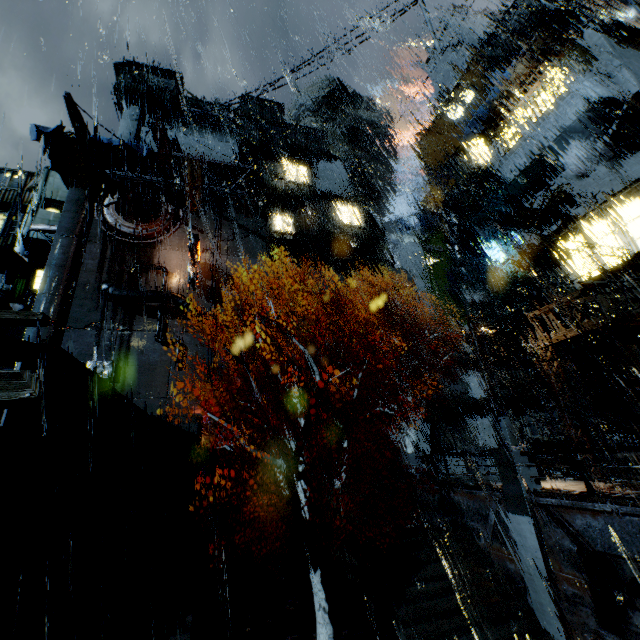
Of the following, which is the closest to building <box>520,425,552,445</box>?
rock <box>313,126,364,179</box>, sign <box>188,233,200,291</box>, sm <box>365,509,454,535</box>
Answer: sign <box>188,233,200,291</box>

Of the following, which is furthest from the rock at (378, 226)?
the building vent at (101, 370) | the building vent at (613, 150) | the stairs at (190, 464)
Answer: the building vent at (613, 150)

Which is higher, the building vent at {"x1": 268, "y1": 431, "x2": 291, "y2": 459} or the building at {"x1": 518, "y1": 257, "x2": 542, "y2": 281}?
the building at {"x1": 518, "y1": 257, "x2": 542, "y2": 281}

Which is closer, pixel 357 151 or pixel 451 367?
pixel 451 367

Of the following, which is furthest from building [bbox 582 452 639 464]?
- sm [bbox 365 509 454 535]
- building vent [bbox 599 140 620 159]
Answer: sm [bbox 365 509 454 535]

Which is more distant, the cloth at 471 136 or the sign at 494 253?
the sign at 494 253

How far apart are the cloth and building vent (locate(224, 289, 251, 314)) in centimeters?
2429cm

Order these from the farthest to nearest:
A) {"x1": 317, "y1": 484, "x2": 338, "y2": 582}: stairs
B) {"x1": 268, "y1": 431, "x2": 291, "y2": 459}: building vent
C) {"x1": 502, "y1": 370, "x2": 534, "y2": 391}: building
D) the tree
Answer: {"x1": 502, "y1": 370, "x2": 534, "y2": 391}: building → {"x1": 268, "y1": 431, "x2": 291, "y2": 459}: building vent → {"x1": 317, "y1": 484, "x2": 338, "y2": 582}: stairs → the tree
